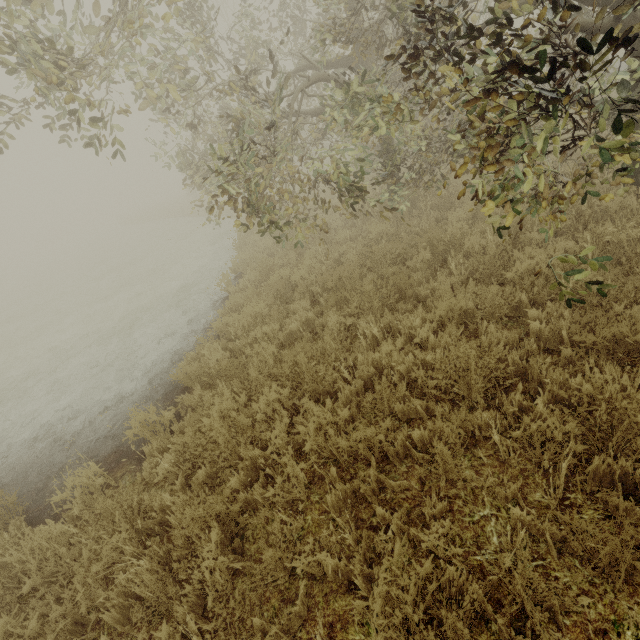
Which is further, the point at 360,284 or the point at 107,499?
the point at 360,284
